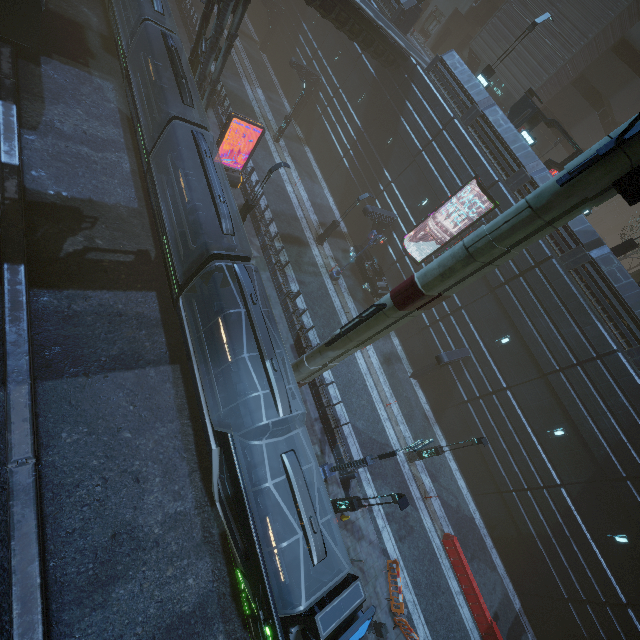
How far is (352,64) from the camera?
29.33m

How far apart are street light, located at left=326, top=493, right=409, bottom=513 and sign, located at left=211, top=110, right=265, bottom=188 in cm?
2089

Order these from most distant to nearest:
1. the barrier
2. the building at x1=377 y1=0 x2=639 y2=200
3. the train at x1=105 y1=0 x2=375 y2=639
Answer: the building at x1=377 y1=0 x2=639 y2=200, the barrier, the train at x1=105 y1=0 x2=375 y2=639

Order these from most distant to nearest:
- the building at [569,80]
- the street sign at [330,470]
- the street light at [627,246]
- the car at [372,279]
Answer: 1. the car at [372,279]
2. the building at [569,80]
3. the street light at [627,246]
4. the street sign at [330,470]

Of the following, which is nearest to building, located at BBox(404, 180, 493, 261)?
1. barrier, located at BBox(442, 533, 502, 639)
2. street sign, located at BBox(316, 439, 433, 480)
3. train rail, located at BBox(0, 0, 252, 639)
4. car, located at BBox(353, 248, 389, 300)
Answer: train rail, located at BBox(0, 0, 252, 639)

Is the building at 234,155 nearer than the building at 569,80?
No

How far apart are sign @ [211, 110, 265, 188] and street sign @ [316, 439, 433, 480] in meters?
19.4 m

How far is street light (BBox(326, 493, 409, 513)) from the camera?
11.7 meters
